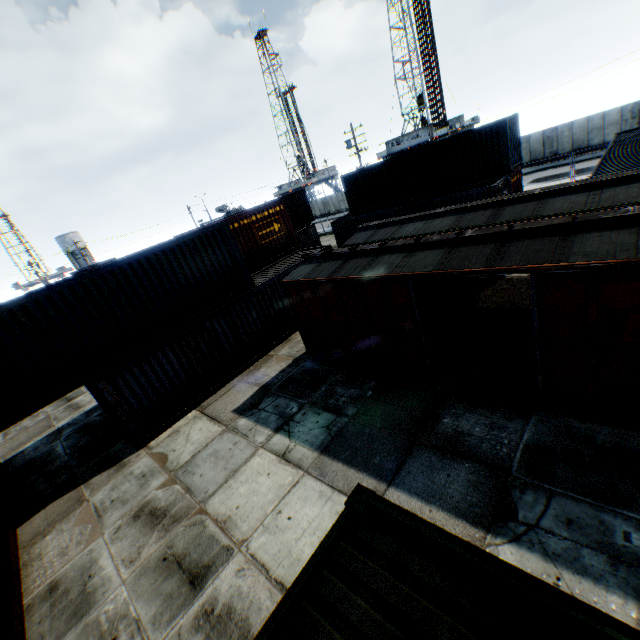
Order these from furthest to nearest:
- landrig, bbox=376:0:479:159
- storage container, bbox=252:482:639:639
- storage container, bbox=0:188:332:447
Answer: landrig, bbox=376:0:479:159
storage container, bbox=0:188:332:447
storage container, bbox=252:482:639:639

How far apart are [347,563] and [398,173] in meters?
24.5 m

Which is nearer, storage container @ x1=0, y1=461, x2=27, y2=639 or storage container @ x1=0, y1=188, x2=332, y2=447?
storage container @ x1=0, y1=461, x2=27, y2=639

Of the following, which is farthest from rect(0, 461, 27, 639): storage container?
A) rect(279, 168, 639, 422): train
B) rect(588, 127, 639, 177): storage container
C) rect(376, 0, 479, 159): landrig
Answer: rect(376, 0, 479, 159): landrig

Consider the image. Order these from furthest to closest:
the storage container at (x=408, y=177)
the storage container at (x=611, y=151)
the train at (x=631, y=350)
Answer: the storage container at (x=408, y=177) → the storage container at (x=611, y=151) → the train at (x=631, y=350)

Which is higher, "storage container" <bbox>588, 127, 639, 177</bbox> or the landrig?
the landrig

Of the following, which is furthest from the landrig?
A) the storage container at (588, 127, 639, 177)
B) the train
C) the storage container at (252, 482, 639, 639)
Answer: the storage container at (252, 482, 639, 639)

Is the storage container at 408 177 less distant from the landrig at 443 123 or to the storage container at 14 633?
the storage container at 14 633
